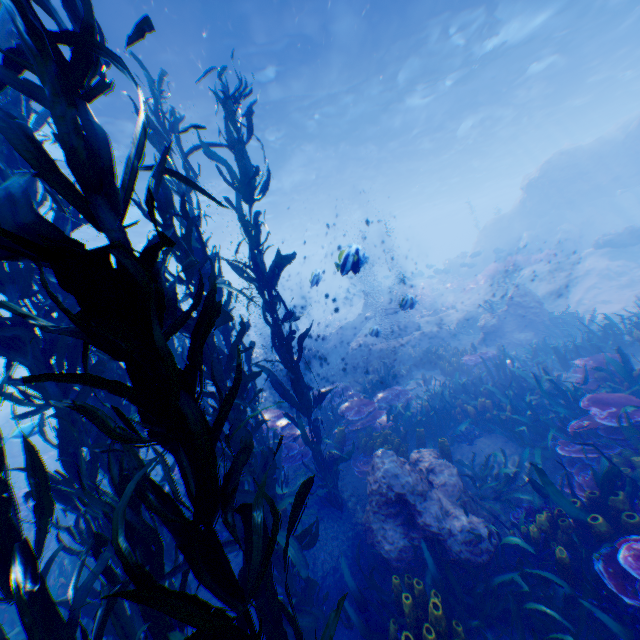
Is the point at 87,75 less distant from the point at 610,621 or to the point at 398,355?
the point at 610,621

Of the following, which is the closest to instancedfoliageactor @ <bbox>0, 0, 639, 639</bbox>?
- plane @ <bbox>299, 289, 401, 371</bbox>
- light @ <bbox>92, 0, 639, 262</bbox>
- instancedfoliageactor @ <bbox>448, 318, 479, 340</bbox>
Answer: plane @ <bbox>299, 289, 401, 371</bbox>

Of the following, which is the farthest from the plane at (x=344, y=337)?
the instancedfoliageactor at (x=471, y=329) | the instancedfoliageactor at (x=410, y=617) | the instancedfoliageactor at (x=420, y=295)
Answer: the instancedfoliageactor at (x=471, y=329)

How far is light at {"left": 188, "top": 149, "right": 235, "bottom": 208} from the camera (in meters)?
16.72

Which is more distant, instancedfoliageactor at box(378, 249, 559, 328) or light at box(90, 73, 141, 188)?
instancedfoliageactor at box(378, 249, 559, 328)

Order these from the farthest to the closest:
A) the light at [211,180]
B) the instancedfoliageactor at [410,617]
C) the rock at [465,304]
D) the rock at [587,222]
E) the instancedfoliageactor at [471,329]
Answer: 1. the rock at [587,222]
2. the light at [211,180]
3. the instancedfoliageactor at [471,329]
4. the rock at [465,304]
5. the instancedfoliageactor at [410,617]

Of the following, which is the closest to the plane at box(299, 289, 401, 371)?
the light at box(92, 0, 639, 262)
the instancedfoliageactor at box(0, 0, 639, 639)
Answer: the instancedfoliageactor at box(0, 0, 639, 639)

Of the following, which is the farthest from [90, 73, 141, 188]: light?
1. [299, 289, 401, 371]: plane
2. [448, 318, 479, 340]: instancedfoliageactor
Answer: [448, 318, 479, 340]: instancedfoliageactor
